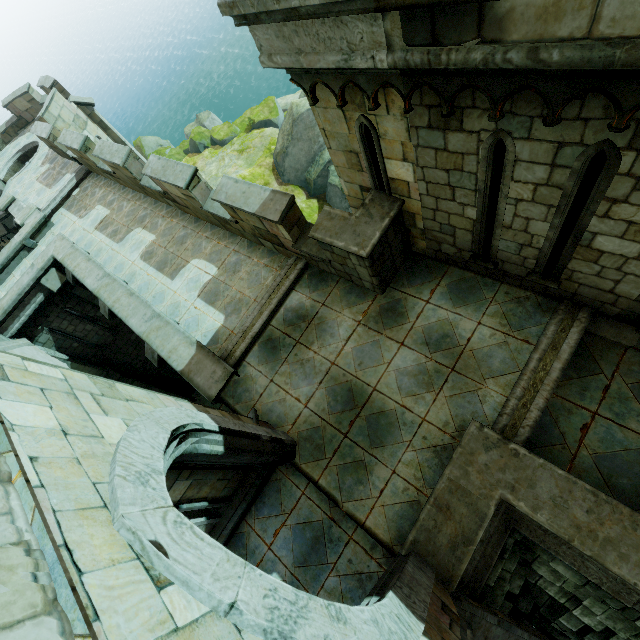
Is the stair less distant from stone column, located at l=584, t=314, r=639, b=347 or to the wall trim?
the wall trim

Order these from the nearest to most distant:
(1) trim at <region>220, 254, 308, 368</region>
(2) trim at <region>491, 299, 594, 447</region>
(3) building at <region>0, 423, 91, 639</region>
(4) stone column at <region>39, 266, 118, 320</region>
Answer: (3) building at <region>0, 423, 91, 639</region> → (2) trim at <region>491, 299, 594, 447</region> → (1) trim at <region>220, 254, 308, 368</region> → (4) stone column at <region>39, 266, 118, 320</region>

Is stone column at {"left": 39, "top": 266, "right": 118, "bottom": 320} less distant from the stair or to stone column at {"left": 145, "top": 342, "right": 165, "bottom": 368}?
stone column at {"left": 145, "top": 342, "right": 165, "bottom": 368}

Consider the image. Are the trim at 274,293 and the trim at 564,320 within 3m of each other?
no

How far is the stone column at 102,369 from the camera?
13.9 meters

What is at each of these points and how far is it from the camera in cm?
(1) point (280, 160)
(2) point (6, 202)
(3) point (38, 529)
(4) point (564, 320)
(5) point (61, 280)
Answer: (1) rock, 2420
(2) stair, 1581
(3) building, 151
(4) trim, 529
(5) stone column, 1231

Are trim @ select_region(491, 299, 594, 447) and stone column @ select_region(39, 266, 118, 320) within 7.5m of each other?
no

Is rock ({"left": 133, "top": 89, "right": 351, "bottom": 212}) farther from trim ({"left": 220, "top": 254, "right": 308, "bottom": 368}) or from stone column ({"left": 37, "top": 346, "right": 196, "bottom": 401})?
stone column ({"left": 37, "top": 346, "right": 196, "bottom": 401})
